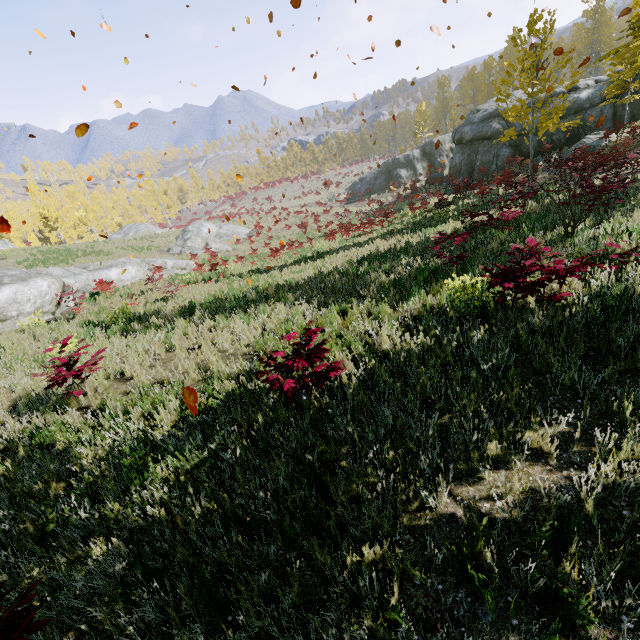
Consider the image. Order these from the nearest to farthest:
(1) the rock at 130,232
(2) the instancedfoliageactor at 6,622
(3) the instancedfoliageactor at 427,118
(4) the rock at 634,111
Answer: (2) the instancedfoliageactor at 6,622 < (4) the rock at 634,111 < (1) the rock at 130,232 < (3) the instancedfoliageactor at 427,118

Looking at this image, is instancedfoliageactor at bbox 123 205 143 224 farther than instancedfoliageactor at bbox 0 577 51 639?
Yes

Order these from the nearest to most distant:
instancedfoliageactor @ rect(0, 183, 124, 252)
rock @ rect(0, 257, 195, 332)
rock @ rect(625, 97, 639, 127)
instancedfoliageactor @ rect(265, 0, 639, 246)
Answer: instancedfoliageactor @ rect(265, 0, 639, 246) < rock @ rect(0, 257, 195, 332) < rock @ rect(625, 97, 639, 127) < instancedfoliageactor @ rect(0, 183, 124, 252)

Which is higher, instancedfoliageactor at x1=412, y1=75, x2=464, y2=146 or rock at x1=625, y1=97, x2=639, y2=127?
instancedfoliageactor at x1=412, y1=75, x2=464, y2=146

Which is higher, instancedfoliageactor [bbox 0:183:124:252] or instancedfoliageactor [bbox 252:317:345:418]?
instancedfoliageactor [bbox 0:183:124:252]

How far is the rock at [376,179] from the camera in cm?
Answer: 2364

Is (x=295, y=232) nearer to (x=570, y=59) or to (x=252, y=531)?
(x=570, y=59)

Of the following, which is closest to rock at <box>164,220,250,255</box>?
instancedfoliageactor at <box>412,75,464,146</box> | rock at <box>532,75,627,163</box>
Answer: rock at <box>532,75,627,163</box>
